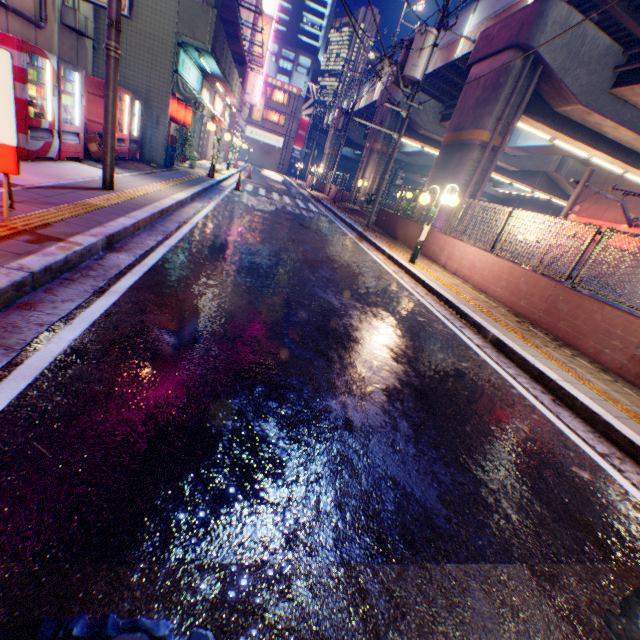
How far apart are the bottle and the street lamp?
7.80m

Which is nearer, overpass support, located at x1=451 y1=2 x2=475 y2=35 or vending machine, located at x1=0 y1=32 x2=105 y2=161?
vending machine, located at x1=0 y1=32 x2=105 y2=161

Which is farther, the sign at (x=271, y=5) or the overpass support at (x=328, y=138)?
the overpass support at (x=328, y=138)

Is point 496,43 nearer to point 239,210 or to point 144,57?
point 239,210

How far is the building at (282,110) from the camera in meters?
50.4

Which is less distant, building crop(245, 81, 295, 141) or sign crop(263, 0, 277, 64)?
sign crop(263, 0, 277, 64)

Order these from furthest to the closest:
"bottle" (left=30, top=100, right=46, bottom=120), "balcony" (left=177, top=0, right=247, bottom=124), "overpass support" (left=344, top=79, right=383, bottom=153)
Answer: "overpass support" (left=344, top=79, right=383, bottom=153), "balcony" (left=177, top=0, right=247, bottom=124), "bottle" (left=30, top=100, right=46, bottom=120)
